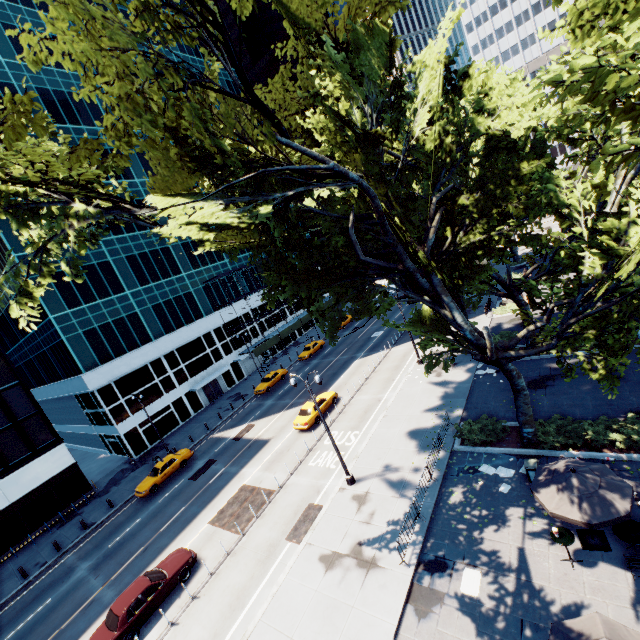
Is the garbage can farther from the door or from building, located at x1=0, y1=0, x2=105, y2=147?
the door

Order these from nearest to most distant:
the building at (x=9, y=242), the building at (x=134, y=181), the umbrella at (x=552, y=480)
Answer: the umbrella at (x=552, y=480) → the building at (x=9, y=242) → the building at (x=134, y=181)

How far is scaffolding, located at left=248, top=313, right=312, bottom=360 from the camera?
47.70m

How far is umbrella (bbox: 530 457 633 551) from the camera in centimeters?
991cm

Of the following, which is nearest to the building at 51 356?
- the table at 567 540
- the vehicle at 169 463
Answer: the vehicle at 169 463

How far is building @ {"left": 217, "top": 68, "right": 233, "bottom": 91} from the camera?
57.84m

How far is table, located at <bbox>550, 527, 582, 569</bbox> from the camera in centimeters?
1073cm

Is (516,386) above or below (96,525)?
above
